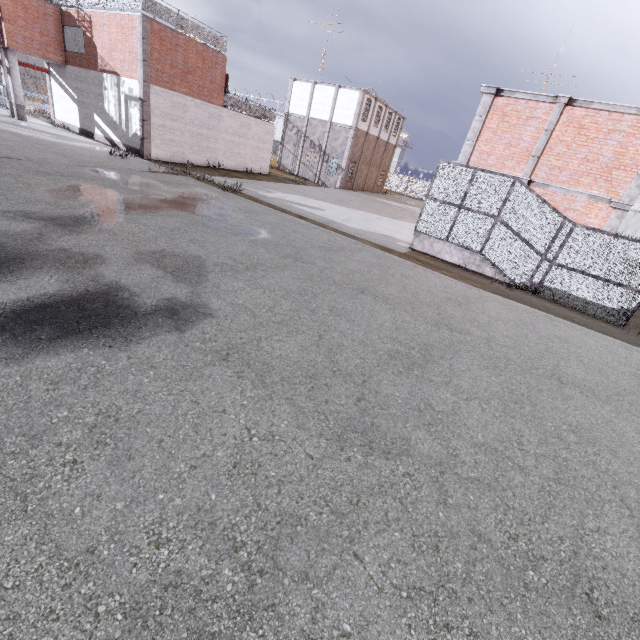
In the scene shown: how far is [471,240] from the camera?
13.6m

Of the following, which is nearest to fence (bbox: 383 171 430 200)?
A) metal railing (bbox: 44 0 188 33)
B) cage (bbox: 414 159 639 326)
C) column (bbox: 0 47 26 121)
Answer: metal railing (bbox: 44 0 188 33)

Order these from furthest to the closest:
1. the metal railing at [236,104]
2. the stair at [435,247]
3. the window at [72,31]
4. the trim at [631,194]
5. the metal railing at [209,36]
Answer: the metal railing at [236,104]
the window at [72,31]
the metal railing at [209,36]
the stair at [435,247]
the trim at [631,194]

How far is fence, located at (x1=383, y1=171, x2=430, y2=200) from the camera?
50.72m

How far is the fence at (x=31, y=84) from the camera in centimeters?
4775cm

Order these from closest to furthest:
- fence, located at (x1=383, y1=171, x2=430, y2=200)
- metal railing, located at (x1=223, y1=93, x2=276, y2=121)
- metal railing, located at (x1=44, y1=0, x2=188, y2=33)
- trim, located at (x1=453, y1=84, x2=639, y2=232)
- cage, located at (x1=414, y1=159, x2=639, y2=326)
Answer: cage, located at (x1=414, y1=159, x2=639, y2=326) < trim, located at (x1=453, y1=84, x2=639, y2=232) < metal railing, located at (x1=44, y1=0, x2=188, y2=33) < metal railing, located at (x1=223, y1=93, x2=276, y2=121) < fence, located at (x1=383, y1=171, x2=430, y2=200)

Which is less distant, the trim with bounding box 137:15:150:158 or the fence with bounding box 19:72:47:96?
the trim with bounding box 137:15:150:158

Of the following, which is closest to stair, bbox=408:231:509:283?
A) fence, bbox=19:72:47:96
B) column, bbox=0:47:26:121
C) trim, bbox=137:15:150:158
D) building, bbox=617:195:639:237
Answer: trim, bbox=137:15:150:158
